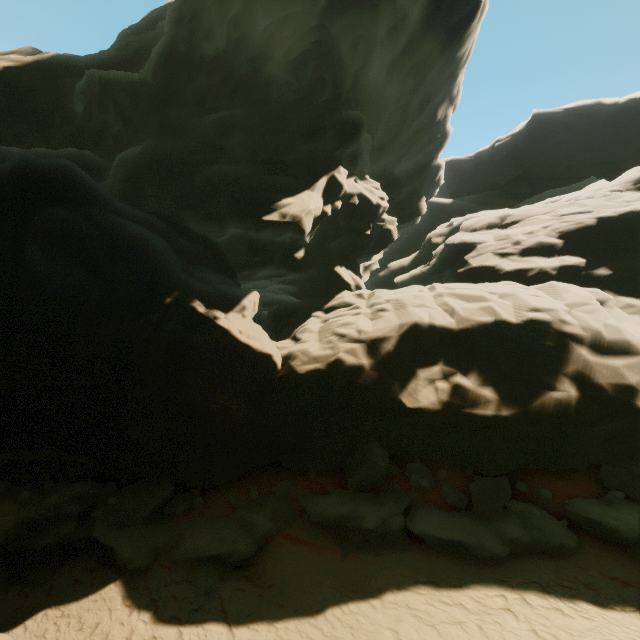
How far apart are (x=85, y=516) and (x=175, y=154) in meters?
13.6 m

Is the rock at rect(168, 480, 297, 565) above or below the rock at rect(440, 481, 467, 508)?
below

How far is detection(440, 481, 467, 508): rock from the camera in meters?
9.0

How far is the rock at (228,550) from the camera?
8.7 meters
